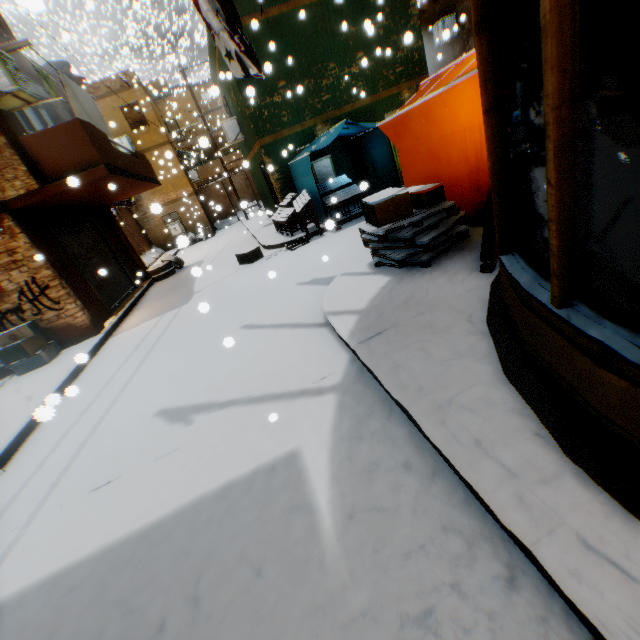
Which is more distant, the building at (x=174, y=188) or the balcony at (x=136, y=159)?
the building at (x=174, y=188)

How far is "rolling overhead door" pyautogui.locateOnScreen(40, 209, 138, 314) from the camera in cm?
902

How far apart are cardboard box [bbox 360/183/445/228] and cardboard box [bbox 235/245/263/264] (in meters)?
3.88

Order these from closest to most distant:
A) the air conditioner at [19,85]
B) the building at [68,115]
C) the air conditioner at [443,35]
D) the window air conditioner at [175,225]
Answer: the air conditioner at [19,85], the building at [68,115], the air conditioner at [443,35], the window air conditioner at [175,225]

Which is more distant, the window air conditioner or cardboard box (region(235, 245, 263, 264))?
the window air conditioner

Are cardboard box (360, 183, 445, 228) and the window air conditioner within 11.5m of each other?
no

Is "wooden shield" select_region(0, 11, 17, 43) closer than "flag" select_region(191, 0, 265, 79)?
No

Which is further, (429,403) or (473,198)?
(473,198)
